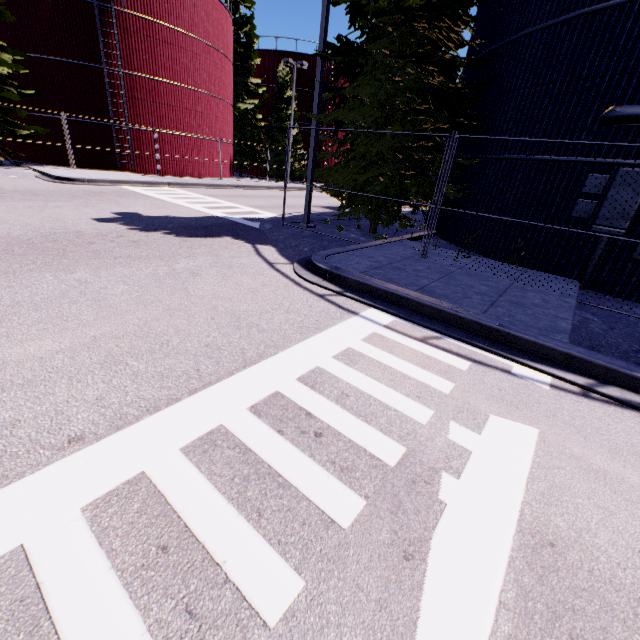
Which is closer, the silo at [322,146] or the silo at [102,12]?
the silo at [102,12]

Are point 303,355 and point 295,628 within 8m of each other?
yes

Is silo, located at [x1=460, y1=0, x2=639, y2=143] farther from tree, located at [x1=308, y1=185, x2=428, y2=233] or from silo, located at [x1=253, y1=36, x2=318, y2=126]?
silo, located at [x1=253, y1=36, x2=318, y2=126]

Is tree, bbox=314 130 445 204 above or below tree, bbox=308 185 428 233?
above

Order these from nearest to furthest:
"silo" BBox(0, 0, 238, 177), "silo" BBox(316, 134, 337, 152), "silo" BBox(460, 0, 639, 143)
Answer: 1. "silo" BBox(460, 0, 639, 143)
2. "silo" BBox(0, 0, 238, 177)
3. "silo" BBox(316, 134, 337, 152)

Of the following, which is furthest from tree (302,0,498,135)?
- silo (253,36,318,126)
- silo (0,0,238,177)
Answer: silo (253,36,318,126)

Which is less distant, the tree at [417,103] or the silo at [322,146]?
the tree at [417,103]
